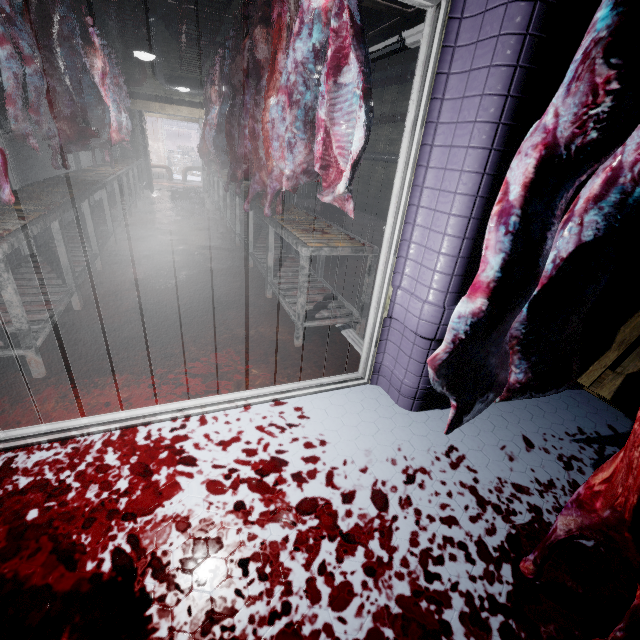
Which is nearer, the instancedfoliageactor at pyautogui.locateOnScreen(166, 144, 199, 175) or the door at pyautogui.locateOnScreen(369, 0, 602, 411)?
the door at pyautogui.locateOnScreen(369, 0, 602, 411)

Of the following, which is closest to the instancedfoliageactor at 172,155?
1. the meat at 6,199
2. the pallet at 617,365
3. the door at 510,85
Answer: the meat at 6,199

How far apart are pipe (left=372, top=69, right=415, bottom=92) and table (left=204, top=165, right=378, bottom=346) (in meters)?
4.05

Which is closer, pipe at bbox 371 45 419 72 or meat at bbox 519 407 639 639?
meat at bbox 519 407 639 639

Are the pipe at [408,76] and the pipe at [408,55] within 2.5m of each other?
yes

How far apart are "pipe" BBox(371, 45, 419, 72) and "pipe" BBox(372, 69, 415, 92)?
0.2 meters

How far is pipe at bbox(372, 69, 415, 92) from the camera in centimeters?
691cm

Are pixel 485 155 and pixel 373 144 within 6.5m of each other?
no
